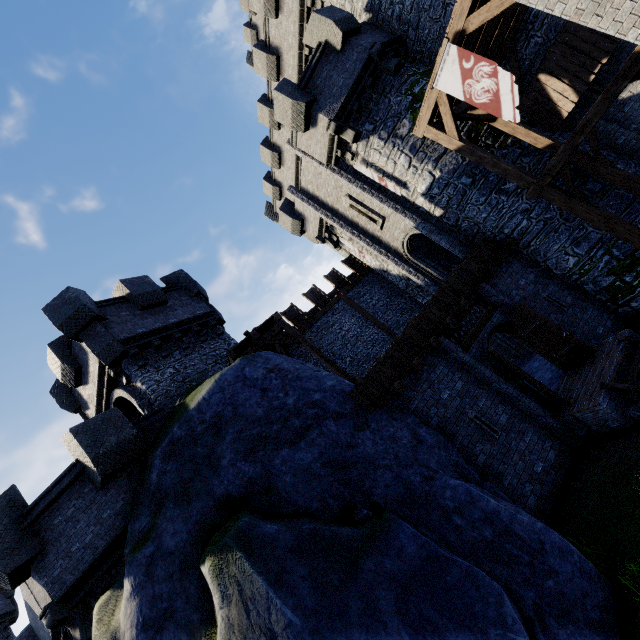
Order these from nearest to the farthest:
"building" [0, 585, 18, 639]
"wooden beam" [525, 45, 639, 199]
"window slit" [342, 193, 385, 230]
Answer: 1. "wooden beam" [525, 45, 639, 199]
2. "window slit" [342, 193, 385, 230]
3. "building" [0, 585, 18, 639]

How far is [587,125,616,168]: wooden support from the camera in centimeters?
1027cm

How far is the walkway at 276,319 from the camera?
13.5m

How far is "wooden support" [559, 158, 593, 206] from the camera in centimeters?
913cm

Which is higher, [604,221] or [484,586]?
[604,221]

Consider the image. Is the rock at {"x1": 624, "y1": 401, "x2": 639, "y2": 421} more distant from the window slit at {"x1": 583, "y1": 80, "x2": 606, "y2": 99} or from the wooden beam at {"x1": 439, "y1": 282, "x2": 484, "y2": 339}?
the window slit at {"x1": 583, "y1": 80, "x2": 606, "y2": 99}

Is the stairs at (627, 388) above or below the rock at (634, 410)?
above

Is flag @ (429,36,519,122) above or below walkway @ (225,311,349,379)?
below
